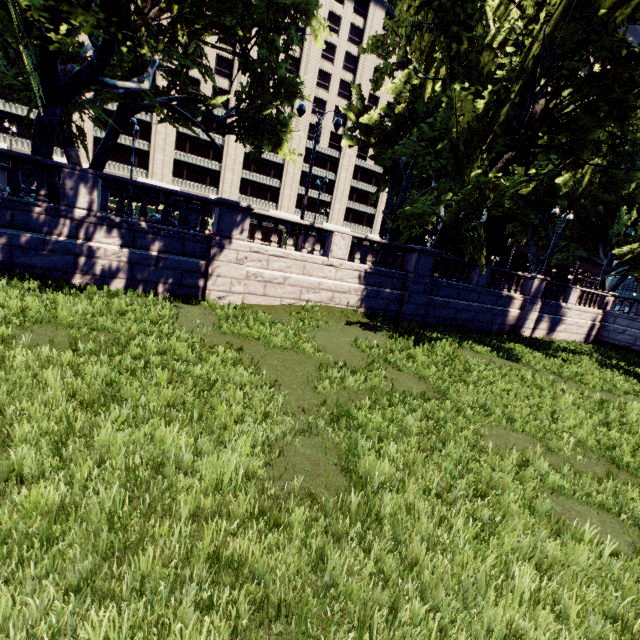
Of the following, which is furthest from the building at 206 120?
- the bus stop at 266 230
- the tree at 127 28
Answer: the bus stop at 266 230

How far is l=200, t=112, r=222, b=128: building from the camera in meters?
48.6 m

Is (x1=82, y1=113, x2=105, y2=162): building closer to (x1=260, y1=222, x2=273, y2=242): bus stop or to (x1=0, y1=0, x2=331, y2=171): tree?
(x1=0, y1=0, x2=331, y2=171): tree

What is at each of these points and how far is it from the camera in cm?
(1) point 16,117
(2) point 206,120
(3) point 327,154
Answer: (1) building, 4050
(2) building, 4878
(3) building, 5741

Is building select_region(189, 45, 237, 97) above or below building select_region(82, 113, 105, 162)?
above

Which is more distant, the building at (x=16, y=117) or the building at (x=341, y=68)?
the building at (x=341, y=68)
